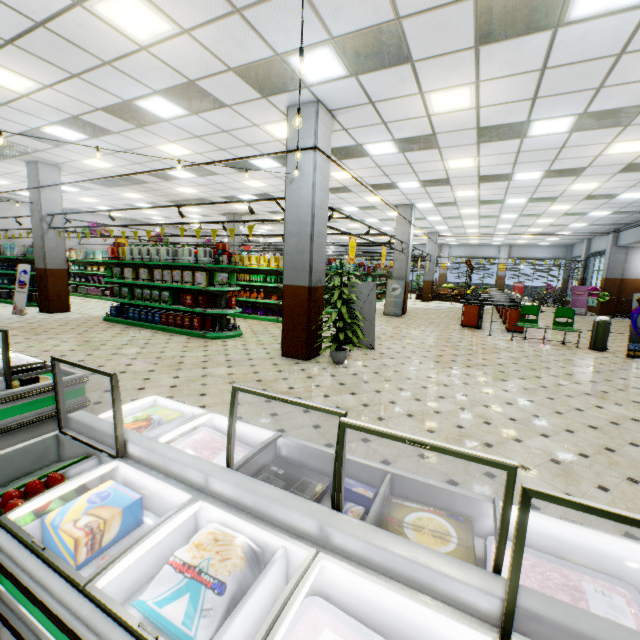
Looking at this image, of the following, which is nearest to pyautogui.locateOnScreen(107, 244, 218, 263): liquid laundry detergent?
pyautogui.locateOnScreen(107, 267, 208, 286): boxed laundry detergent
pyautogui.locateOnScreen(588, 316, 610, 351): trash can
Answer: pyautogui.locateOnScreen(107, 267, 208, 286): boxed laundry detergent

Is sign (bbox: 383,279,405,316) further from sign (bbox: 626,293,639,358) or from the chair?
sign (bbox: 626,293,639,358)

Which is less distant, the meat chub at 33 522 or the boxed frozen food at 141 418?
the meat chub at 33 522

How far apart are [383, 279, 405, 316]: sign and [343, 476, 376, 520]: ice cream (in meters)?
12.99

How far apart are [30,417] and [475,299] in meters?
12.8 m

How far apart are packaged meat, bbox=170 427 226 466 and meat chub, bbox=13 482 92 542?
0.4 meters

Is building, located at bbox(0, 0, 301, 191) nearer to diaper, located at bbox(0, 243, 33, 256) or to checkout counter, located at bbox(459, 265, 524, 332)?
checkout counter, located at bbox(459, 265, 524, 332)

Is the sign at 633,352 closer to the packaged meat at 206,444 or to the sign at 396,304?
the sign at 396,304
